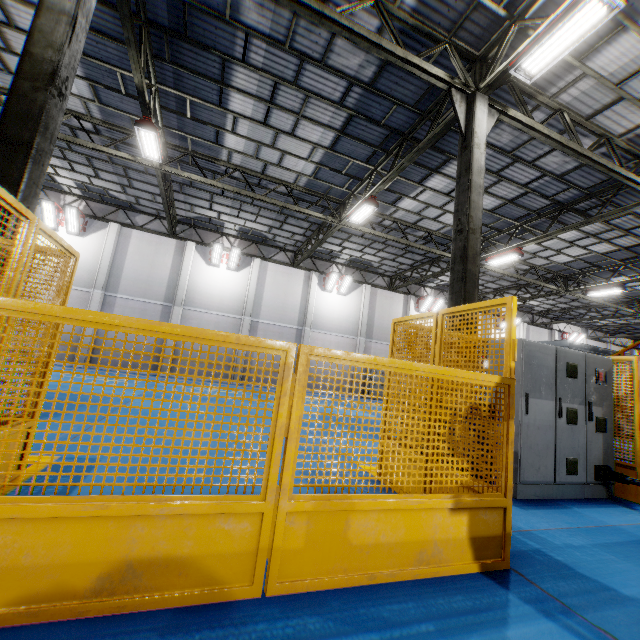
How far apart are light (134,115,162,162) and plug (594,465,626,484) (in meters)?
12.76

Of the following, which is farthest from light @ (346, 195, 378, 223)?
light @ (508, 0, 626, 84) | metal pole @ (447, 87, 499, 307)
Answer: light @ (508, 0, 626, 84)

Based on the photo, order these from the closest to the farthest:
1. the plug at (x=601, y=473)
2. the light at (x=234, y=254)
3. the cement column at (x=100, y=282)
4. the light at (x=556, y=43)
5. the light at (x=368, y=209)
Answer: the plug at (x=601, y=473) → the light at (x=556, y=43) → the light at (x=368, y=209) → the cement column at (x=100, y=282) → the light at (x=234, y=254)

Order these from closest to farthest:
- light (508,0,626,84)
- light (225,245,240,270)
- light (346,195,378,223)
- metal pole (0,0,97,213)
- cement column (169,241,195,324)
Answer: metal pole (0,0,97,213) → light (508,0,626,84) → light (346,195,378,223) → cement column (169,241,195,324) → light (225,245,240,270)

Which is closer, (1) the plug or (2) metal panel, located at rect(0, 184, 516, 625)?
(2) metal panel, located at rect(0, 184, 516, 625)

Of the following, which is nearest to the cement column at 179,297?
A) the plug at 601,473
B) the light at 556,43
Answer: the light at 556,43

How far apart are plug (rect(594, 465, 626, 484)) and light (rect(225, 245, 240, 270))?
18.0 meters

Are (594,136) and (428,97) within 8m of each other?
yes
